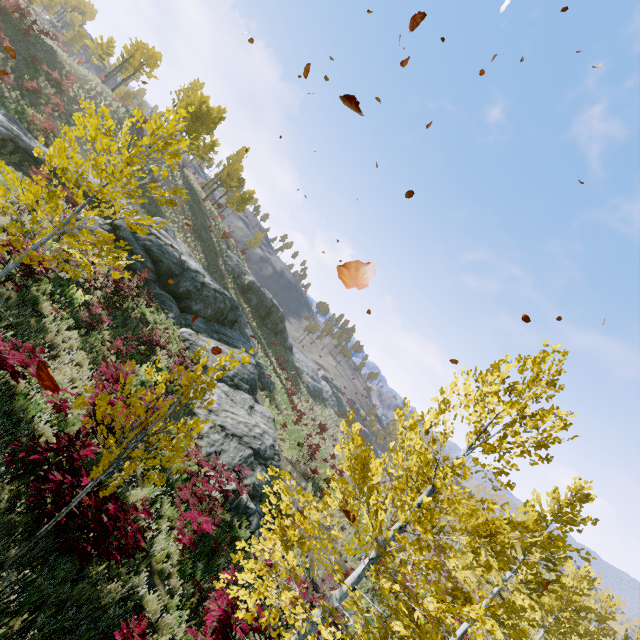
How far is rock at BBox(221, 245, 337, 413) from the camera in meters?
40.4

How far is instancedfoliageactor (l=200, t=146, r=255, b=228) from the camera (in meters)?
42.12

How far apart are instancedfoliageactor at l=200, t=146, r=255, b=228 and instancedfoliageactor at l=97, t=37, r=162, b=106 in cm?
1589

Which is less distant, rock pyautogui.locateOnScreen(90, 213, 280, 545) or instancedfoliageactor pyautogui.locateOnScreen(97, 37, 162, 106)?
rock pyautogui.locateOnScreen(90, 213, 280, 545)

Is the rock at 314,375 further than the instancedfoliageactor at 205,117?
Yes

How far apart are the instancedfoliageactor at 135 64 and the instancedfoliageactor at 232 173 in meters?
15.9

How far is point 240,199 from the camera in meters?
43.0

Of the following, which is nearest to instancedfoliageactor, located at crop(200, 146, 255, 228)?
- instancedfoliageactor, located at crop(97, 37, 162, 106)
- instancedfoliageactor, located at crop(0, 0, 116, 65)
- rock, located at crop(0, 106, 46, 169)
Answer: instancedfoliageactor, located at crop(97, 37, 162, 106)
